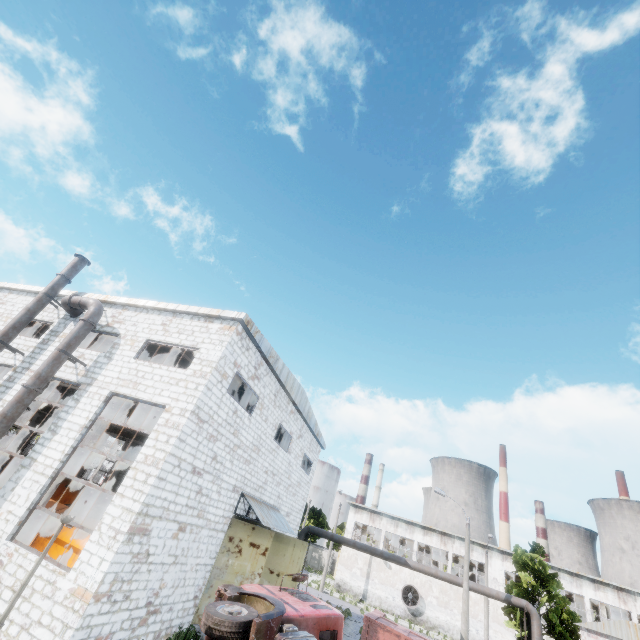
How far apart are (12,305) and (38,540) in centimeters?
1246cm

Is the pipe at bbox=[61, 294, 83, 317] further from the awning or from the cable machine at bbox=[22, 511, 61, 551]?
the awning

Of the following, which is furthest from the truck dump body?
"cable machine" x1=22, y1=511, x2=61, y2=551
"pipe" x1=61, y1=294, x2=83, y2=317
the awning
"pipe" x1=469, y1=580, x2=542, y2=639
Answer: "pipe" x1=469, y1=580, x2=542, y2=639

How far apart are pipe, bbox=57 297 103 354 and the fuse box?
60.32m

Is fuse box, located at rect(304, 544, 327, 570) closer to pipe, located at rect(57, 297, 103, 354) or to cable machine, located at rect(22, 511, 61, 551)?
cable machine, located at rect(22, 511, 61, 551)

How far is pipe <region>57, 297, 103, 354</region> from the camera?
13.3m

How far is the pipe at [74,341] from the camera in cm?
1327

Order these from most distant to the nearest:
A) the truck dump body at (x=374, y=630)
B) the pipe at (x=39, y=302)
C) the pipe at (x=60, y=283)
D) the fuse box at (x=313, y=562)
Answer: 1. the fuse box at (x=313, y=562)
2. the pipe at (x=60, y=283)
3. the pipe at (x=39, y=302)
4. the truck dump body at (x=374, y=630)
